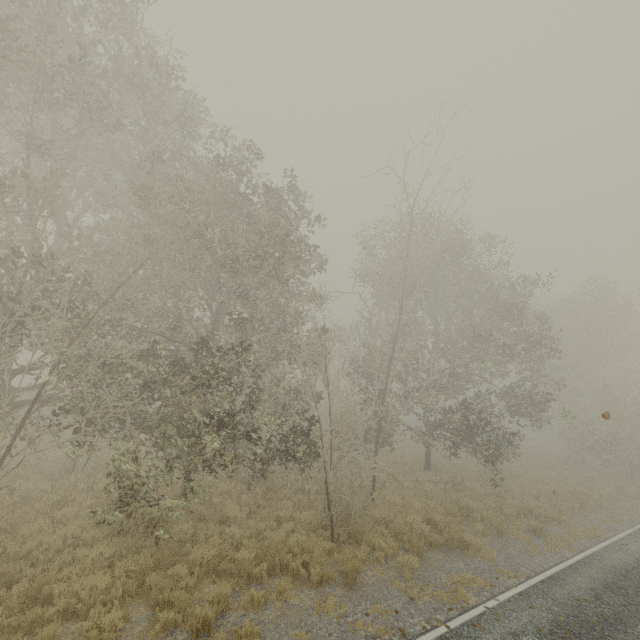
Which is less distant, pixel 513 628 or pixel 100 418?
pixel 513 628
